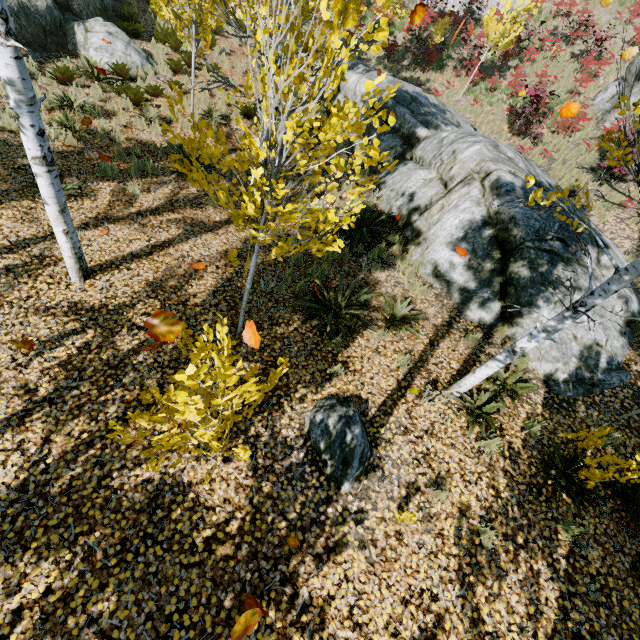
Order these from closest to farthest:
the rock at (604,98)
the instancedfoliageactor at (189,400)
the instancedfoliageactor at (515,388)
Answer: the instancedfoliageactor at (189,400)
the instancedfoliageactor at (515,388)
the rock at (604,98)

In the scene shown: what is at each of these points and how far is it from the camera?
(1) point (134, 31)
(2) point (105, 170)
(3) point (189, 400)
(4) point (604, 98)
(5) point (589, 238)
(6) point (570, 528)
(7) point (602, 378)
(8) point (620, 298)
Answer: (1) instancedfoliageactor, 12.17m
(2) instancedfoliageactor, 7.52m
(3) instancedfoliageactor, 1.96m
(4) rock, 13.84m
(5) rock, 6.90m
(6) instancedfoliageactor, 4.22m
(7) rock, 6.05m
(8) rock, 6.78m

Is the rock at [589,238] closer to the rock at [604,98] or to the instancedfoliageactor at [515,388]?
the instancedfoliageactor at [515,388]

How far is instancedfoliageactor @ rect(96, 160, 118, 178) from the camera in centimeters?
742cm

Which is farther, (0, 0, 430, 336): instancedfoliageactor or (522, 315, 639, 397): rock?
(522, 315, 639, 397): rock

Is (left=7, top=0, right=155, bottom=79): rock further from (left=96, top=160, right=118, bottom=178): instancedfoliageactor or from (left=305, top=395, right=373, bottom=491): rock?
(left=305, top=395, right=373, bottom=491): rock

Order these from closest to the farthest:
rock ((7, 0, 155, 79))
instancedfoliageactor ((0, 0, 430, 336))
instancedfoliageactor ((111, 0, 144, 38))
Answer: instancedfoliageactor ((0, 0, 430, 336)), rock ((7, 0, 155, 79)), instancedfoliageactor ((111, 0, 144, 38))

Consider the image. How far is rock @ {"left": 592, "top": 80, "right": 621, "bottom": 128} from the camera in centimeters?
1305cm
